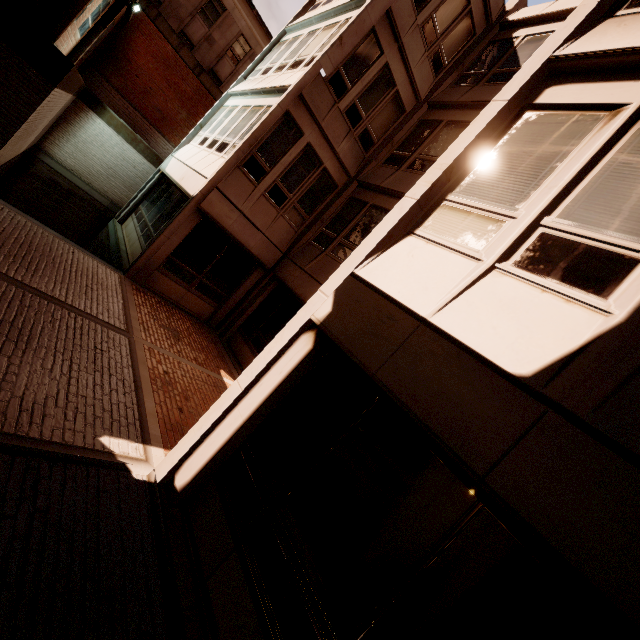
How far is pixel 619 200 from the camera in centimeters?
298cm
